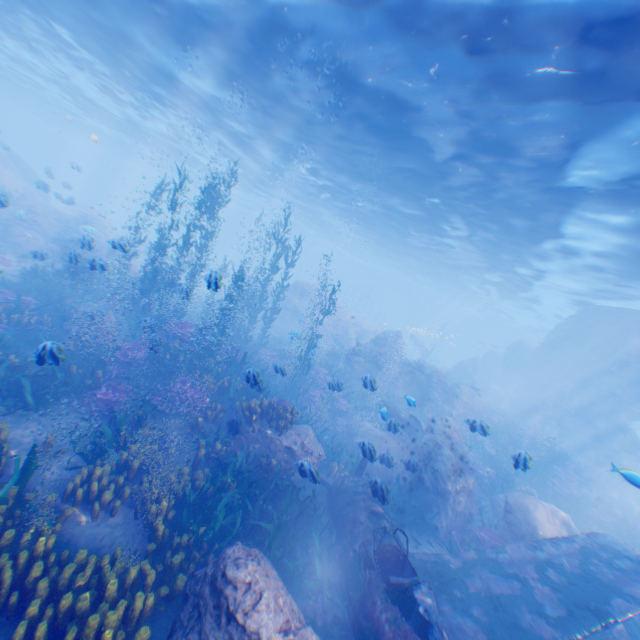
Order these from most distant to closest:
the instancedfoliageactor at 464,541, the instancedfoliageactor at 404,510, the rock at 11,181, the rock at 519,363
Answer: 1. the rock at 11,181
2. the rock at 519,363
3. the instancedfoliageactor at 464,541
4. the instancedfoliageactor at 404,510

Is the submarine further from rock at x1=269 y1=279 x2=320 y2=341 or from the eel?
the eel

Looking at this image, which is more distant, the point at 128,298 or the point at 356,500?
the point at 128,298

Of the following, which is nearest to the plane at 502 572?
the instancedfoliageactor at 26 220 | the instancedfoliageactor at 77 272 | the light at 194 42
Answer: the instancedfoliageactor at 77 272

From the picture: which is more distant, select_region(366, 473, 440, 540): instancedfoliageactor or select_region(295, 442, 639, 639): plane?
select_region(366, 473, 440, 540): instancedfoliageactor

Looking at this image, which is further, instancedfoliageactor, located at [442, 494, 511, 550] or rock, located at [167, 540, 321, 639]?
instancedfoliageactor, located at [442, 494, 511, 550]

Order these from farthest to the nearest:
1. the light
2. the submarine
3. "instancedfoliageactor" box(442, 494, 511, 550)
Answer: the submarine
"instancedfoliageactor" box(442, 494, 511, 550)
the light

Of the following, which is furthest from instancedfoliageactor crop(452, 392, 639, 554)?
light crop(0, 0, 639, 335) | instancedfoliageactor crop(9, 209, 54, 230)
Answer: instancedfoliageactor crop(9, 209, 54, 230)
